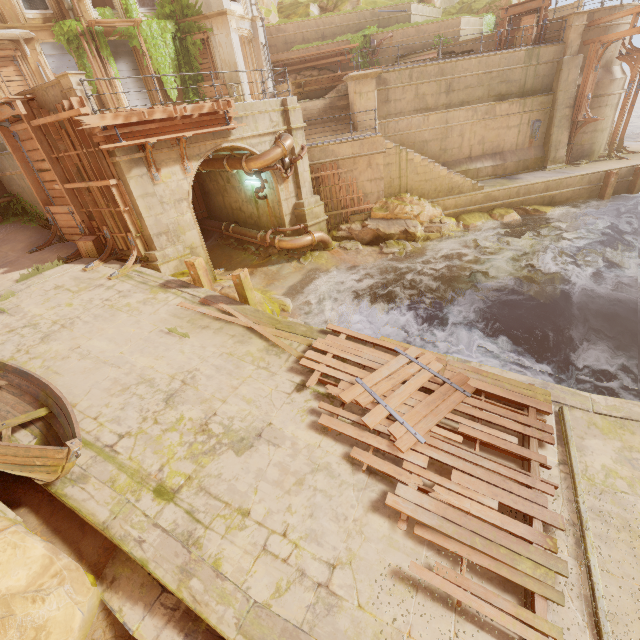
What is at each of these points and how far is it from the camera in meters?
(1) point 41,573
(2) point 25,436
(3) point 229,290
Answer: (1) rock, 4.3 m
(2) walkway, 6.0 m
(3) rock, 11.2 m

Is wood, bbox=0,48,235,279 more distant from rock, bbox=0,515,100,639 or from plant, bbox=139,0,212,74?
rock, bbox=0,515,100,639

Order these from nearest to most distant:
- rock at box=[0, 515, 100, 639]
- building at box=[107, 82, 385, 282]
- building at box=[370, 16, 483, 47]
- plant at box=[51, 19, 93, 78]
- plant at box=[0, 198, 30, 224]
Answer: rock at box=[0, 515, 100, 639]
building at box=[107, 82, 385, 282]
plant at box=[0, 198, 30, 224]
plant at box=[51, 19, 93, 78]
building at box=[370, 16, 483, 47]

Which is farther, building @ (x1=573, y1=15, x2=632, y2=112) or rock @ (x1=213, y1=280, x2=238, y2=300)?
building @ (x1=573, y1=15, x2=632, y2=112)

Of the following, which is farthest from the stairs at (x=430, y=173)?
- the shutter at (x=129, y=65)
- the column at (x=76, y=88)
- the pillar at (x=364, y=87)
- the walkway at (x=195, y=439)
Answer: the shutter at (x=129, y=65)

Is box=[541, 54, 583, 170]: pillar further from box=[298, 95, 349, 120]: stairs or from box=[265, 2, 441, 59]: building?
box=[298, 95, 349, 120]: stairs

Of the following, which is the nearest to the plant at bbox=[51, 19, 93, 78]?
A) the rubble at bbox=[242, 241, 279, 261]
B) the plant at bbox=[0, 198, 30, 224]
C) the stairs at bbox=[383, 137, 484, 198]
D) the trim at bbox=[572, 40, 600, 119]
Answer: the plant at bbox=[0, 198, 30, 224]

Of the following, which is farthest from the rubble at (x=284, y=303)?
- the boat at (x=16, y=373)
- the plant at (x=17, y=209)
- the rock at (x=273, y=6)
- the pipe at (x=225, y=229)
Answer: the rock at (x=273, y=6)
